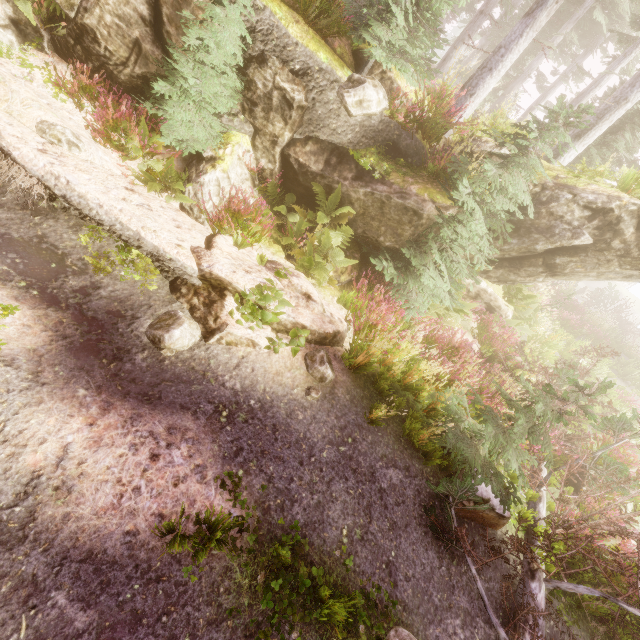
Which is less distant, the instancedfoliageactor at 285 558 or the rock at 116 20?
the instancedfoliageactor at 285 558

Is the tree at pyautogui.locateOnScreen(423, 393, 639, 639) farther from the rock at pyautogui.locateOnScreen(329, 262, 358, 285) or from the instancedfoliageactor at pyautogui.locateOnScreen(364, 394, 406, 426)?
the rock at pyautogui.locateOnScreen(329, 262, 358, 285)

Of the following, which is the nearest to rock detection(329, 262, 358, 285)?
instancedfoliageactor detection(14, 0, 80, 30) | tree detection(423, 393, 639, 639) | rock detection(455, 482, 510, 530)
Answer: instancedfoliageactor detection(14, 0, 80, 30)

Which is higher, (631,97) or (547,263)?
(631,97)

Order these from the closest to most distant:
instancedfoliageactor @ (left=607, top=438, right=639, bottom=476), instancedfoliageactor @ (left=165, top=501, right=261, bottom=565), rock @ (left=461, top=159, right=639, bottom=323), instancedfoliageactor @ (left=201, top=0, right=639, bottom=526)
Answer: instancedfoliageactor @ (left=165, top=501, right=261, bottom=565)
instancedfoliageactor @ (left=201, top=0, right=639, bottom=526)
rock @ (left=461, top=159, right=639, bottom=323)
instancedfoliageactor @ (left=607, top=438, right=639, bottom=476)

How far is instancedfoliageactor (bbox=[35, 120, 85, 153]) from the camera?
4.8m

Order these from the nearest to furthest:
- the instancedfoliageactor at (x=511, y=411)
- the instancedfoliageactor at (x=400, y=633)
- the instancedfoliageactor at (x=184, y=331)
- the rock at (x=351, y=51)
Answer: the instancedfoliageactor at (x=400, y=633)
the instancedfoliageactor at (x=184, y=331)
the instancedfoliageactor at (x=511, y=411)
the rock at (x=351, y=51)

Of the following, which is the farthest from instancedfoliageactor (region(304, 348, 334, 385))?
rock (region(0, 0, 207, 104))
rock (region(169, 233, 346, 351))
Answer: rock (region(169, 233, 346, 351))
